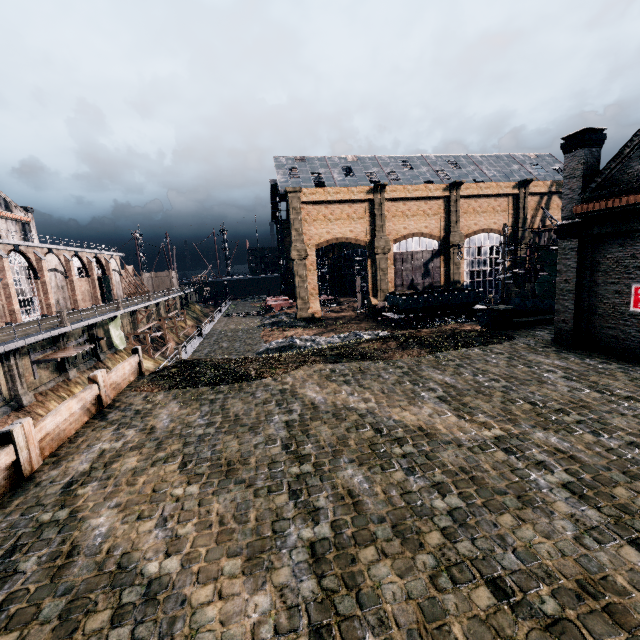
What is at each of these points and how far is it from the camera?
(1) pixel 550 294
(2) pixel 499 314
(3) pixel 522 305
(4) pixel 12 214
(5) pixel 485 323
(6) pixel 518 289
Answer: (1) cloth, 38.8m
(2) column, 22.9m
(3) rail car container, 25.0m
(4) building, 53.2m
(5) rail car container, 27.5m
(6) building, 52.7m

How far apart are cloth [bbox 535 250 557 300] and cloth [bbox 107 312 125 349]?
51.32m

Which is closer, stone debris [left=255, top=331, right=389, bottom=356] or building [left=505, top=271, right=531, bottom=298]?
stone debris [left=255, top=331, right=389, bottom=356]

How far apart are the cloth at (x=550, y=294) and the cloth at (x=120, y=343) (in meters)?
51.32

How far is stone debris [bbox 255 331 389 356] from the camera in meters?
30.5

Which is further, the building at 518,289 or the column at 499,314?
the building at 518,289

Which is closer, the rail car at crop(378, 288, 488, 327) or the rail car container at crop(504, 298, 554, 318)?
the rail car container at crop(504, 298, 554, 318)

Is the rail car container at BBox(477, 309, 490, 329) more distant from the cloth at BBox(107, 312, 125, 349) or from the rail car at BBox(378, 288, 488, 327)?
the cloth at BBox(107, 312, 125, 349)
